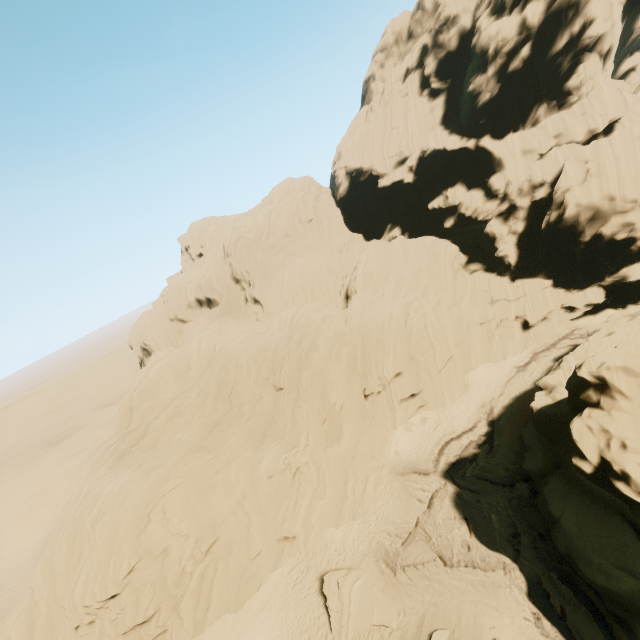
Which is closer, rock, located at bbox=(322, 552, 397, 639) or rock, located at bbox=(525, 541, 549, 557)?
rock, located at bbox=(525, 541, 549, 557)

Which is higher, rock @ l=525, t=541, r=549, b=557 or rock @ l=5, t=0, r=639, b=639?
rock @ l=5, t=0, r=639, b=639

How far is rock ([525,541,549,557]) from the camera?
18.20m

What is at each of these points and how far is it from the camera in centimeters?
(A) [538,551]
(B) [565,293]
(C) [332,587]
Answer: (A) rock, 1844cm
(B) rock, 3528cm
(C) rock, 2044cm

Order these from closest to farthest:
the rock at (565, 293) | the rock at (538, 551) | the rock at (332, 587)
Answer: the rock at (538, 551) → the rock at (332, 587) → the rock at (565, 293)

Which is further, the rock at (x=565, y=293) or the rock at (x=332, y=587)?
the rock at (x=565, y=293)
